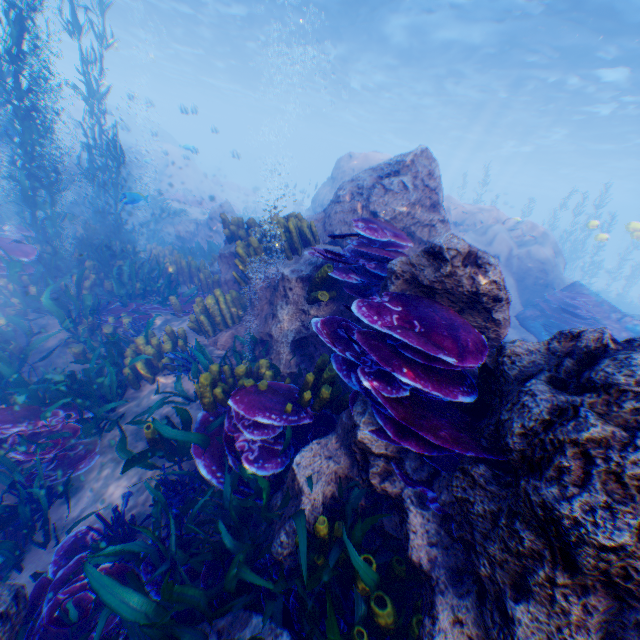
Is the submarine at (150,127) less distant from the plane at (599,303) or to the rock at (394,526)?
the rock at (394,526)

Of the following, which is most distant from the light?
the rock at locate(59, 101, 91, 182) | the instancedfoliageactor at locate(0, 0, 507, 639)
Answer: the instancedfoliageactor at locate(0, 0, 507, 639)

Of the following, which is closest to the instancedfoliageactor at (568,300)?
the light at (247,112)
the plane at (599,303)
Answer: the plane at (599,303)

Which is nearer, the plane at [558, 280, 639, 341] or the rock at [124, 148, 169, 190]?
the plane at [558, 280, 639, 341]

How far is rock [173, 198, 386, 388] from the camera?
4.4 meters

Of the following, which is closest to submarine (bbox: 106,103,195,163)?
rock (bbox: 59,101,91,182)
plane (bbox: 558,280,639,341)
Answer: rock (bbox: 59,101,91,182)

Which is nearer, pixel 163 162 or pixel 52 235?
pixel 52 235
